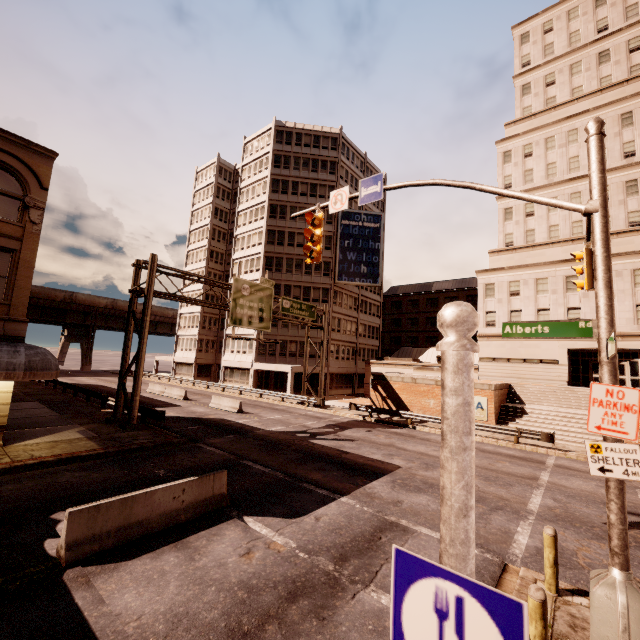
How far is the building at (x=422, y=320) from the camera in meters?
30.1

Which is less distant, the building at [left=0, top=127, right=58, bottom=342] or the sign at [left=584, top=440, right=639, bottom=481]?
the sign at [left=584, top=440, right=639, bottom=481]

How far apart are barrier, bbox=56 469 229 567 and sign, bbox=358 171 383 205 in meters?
9.0 m

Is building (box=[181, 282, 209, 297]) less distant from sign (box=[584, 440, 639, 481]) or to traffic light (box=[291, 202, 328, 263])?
traffic light (box=[291, 202, 328, 263])

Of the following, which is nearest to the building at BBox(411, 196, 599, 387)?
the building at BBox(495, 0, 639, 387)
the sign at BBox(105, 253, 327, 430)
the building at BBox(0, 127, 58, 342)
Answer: the building at BBox(495, 0, 639, 387)

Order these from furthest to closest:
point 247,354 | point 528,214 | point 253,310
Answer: point 247,354, point 528,214, point 253,310

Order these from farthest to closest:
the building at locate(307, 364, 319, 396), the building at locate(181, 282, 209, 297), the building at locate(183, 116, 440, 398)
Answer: the building at locate(181, 282, 209, 297) → the building at locate(183, 116, 440, 398) → the building at locate(307, 364, 319, 396)

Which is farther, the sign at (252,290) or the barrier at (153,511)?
the sign at (252,290)
